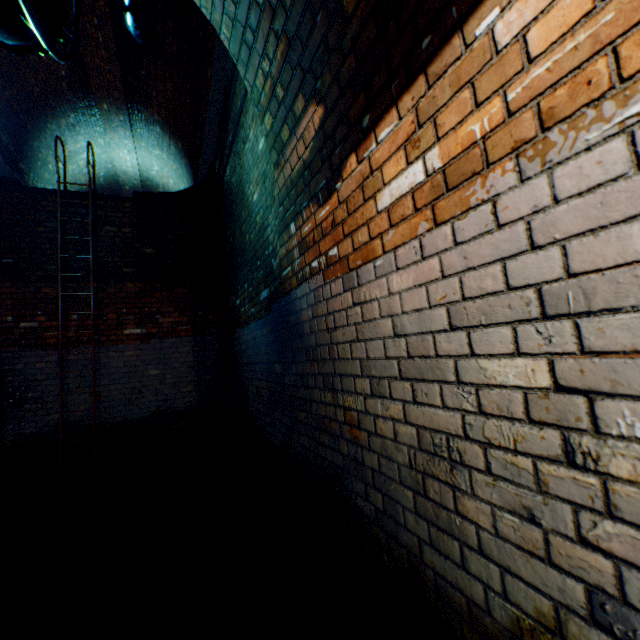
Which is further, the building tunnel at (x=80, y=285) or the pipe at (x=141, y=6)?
the building tunnel at (x=80, y=285)

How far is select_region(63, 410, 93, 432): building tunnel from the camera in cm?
518

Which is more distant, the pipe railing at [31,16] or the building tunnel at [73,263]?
the building tunnel at [73,263]

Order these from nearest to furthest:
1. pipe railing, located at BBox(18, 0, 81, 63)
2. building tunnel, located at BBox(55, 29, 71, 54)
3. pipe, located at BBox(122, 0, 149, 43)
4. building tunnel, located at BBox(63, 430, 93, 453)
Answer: pipe railing, located at BBox(18, 0, 81, 63) → pipe, located at BBox(122, 0, 149, 43) → building tunnel, located at BBox(63, 430, 93, 453) → building tunnel, located at BBox(55, 29, 71, 54)

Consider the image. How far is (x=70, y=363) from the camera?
5.3 meters

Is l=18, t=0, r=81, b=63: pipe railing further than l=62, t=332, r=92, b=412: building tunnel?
No
